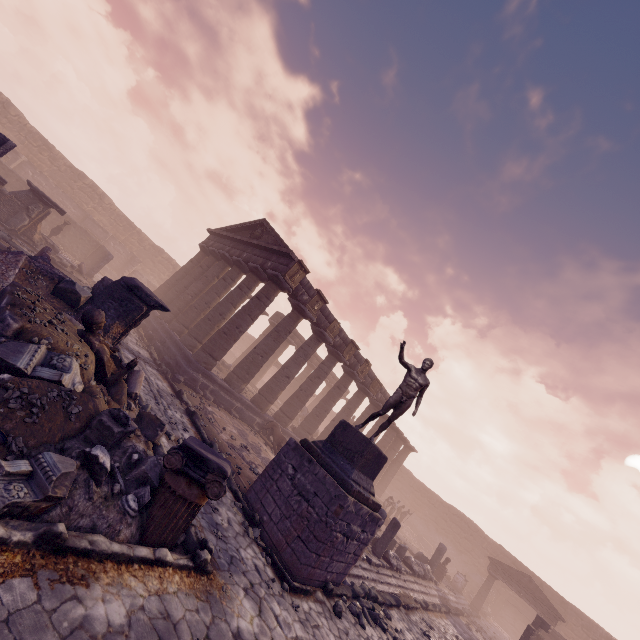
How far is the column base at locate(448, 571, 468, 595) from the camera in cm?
2208

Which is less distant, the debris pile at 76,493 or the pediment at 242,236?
the debris pile at 76,493

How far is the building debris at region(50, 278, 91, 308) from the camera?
9.16m

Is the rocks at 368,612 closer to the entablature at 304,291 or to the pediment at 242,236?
the entablature at 304,291

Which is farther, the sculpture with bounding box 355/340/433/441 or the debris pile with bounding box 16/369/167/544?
the sculpture with bounding box 355/340/433/441

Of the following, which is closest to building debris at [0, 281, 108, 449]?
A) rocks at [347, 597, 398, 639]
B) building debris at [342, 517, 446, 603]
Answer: building debris at [342, 517, 446, 603]

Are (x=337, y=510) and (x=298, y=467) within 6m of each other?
yes

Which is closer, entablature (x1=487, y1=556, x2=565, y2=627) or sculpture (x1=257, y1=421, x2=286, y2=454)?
sculpture (x1=257, y1=421, x2=286, y2=454)
